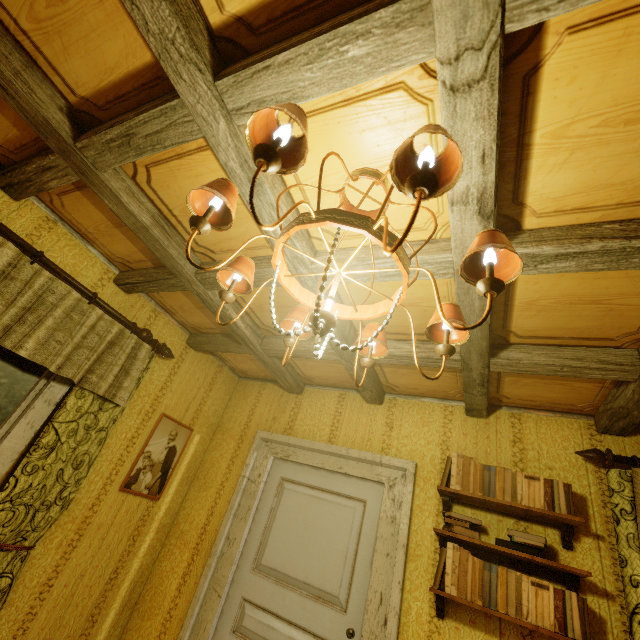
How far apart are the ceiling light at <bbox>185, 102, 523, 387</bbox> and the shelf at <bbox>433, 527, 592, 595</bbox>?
1.37m

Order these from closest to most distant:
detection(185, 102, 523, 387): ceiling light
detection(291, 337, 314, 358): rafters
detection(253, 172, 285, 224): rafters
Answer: detection(185, 102, 523, 387): ceiling light
detection(253, 172, 285, 224): rafters
detection(291, 337, 314, 358): rafters

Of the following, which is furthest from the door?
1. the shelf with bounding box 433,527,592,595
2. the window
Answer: the window

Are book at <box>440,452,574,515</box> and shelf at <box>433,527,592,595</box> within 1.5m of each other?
yes

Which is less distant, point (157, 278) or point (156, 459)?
point (157, 278)

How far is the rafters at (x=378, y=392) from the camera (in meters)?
2.60

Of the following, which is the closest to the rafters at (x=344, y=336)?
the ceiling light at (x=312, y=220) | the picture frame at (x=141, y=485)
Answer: the ceiling light at (x=312, y=220)

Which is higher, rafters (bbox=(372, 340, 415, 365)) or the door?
rafters (bbox=(372, 340, 415, 365))
